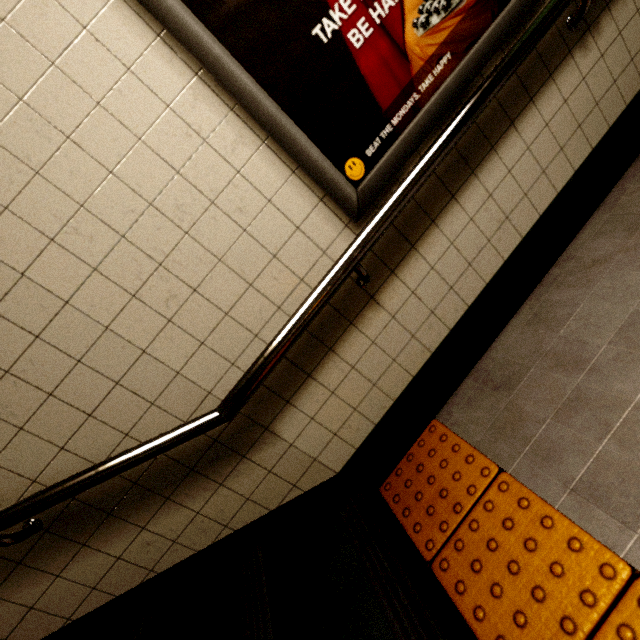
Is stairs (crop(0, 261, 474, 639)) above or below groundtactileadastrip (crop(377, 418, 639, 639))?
above

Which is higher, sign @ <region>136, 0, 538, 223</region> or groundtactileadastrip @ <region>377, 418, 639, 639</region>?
sign @ <region>136, 0, 538, 223</region>

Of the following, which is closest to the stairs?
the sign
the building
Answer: the building

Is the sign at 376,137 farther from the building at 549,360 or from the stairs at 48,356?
the stairs at 48,356

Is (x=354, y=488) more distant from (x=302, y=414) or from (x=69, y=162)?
(x=69, y=162)

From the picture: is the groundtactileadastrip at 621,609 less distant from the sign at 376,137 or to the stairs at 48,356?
the stairs at 48,356

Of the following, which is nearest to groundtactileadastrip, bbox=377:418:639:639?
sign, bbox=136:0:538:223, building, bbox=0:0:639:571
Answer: building, bbox=0:0:639:571
